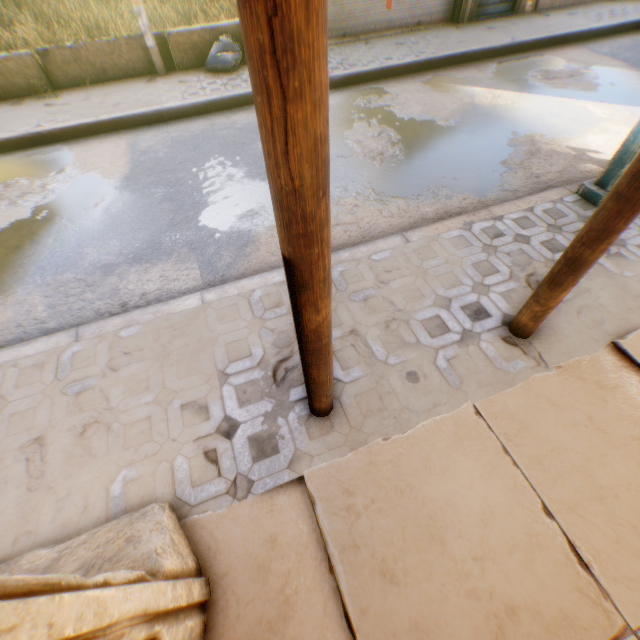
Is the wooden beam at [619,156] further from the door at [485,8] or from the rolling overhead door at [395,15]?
the door at [485,8]

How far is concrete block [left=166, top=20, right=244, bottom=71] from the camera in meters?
6.6 m

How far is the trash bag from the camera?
6.61m

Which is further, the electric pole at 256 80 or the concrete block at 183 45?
the concrete block at 183 45

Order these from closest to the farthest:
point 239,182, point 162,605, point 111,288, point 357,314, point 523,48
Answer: point 162,605 < point 357,314 < point 111,288 < point 239,182 < point 523,48

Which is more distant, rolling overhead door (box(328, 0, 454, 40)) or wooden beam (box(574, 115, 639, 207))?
rolling overhead door (box(328, 0, 454, 40))

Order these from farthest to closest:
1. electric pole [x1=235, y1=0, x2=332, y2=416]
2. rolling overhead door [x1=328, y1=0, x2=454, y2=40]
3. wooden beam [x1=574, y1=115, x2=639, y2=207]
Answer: rolling overhead door [x1=328, y1=0, x2=454, y2=40] < wooden beam [x1=574, y1=115, x2=639, y2=207] < electric pole [x1=235, y1=0, x2=332, y2=416]

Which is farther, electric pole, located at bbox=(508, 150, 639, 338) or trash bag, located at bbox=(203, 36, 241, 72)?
trash bag, located at bbox=(203, 36, 241, 72)
